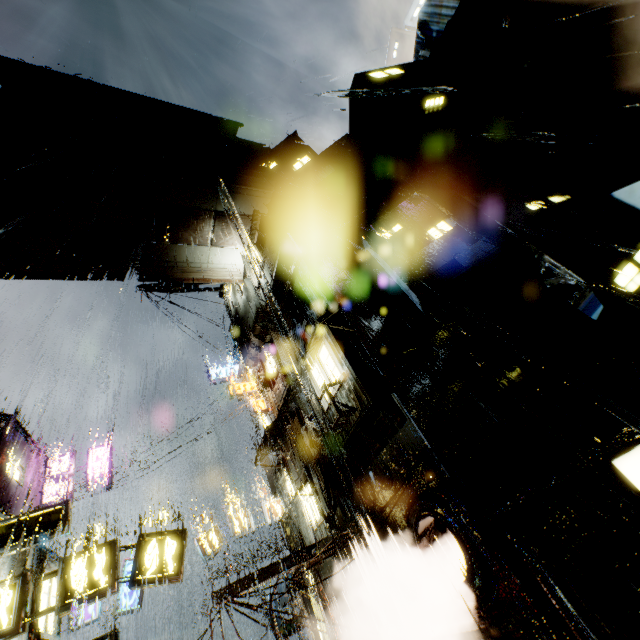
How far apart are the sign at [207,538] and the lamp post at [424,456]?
14.4m

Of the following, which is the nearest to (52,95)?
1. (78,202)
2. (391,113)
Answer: (78,202)

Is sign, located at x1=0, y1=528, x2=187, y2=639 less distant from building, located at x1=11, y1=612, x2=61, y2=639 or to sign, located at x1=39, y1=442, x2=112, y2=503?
building, located at x1=11, y1=612, x2=61, y2=639

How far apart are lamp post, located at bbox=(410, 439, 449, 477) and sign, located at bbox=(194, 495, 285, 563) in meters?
14.4 m

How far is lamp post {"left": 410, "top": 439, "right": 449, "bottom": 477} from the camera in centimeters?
873cm

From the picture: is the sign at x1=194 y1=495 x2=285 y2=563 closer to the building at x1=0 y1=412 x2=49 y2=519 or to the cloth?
the building at x1=0 y1=412 x2=49 y2=519

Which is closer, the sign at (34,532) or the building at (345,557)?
the sign at (34,532)

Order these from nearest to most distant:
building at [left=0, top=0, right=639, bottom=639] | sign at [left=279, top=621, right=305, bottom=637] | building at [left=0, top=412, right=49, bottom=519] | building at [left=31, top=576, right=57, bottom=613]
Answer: building at [left=0, top=0, right=639, bottom=639]
building at [left=31, top=576, right=57, bottom=613]
building at [left=0, top=412, right=49, bottom=519]
sign at [left=279, top=621, right=305, bottom=637]
